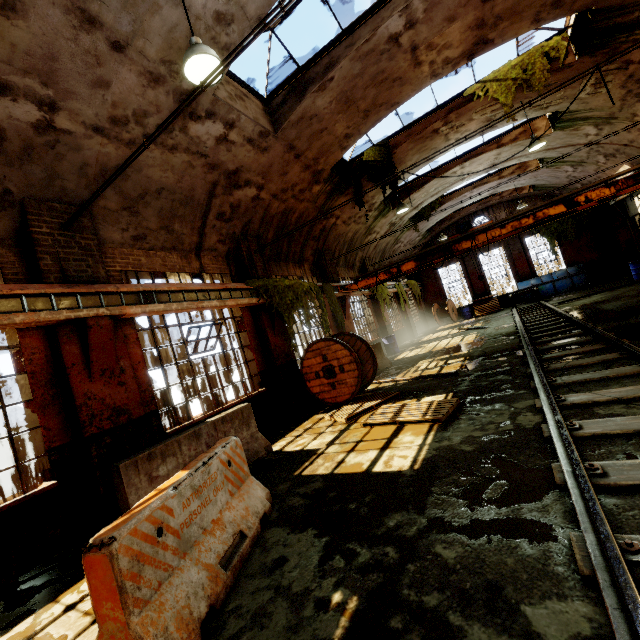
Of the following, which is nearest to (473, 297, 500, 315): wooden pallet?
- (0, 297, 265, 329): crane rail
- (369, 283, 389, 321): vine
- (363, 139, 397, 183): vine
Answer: (369, 283, 389, 321): vine

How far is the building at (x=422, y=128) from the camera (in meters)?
10.49

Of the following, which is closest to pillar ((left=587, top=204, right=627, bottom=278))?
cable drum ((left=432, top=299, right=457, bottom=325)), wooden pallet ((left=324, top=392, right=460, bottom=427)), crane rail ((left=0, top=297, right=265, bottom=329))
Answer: cable drum ((left=432, top=299, right=457, bottom=325))

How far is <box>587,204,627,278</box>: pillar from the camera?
20.9m

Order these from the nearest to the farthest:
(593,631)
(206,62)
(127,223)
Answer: (593,631) → (206,62) → (127,223)

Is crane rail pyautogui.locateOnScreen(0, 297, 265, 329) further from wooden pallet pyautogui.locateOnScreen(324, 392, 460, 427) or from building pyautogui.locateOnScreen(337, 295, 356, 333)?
wooden pallet pyautogui.locateOnScreen(324, 392, 460, 427)

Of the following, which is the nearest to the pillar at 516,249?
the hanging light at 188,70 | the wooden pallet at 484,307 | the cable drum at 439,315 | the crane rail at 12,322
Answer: the wooden pallet at 484,307

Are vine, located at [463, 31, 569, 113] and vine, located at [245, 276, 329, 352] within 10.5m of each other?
yes
